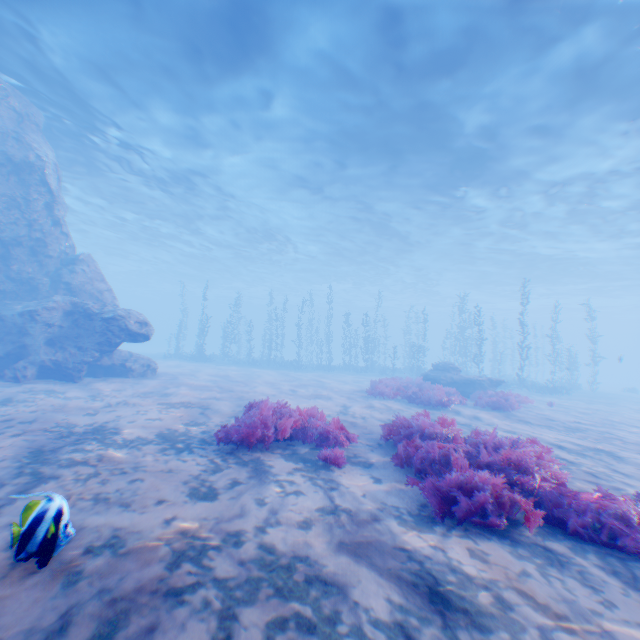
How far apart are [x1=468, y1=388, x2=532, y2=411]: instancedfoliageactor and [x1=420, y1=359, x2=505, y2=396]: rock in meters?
2.5 m

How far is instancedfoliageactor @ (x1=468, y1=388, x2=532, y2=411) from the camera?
12.55m

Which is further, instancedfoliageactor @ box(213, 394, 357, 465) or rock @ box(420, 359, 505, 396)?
rock @ box(420, 359, 505, 396)

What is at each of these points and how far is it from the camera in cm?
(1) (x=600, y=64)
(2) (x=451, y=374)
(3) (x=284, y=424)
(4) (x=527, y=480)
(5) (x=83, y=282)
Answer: (1) light, 1143
(2) rock, 1764
(3) instancedfoliageactor, 611
(4) instancedfoliageactor, 405
(5) rock, 1541

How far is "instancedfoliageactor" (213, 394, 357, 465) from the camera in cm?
544

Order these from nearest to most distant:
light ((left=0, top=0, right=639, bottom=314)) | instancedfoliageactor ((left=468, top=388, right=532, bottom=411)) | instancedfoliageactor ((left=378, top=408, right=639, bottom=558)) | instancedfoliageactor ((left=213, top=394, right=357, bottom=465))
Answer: instancedfoliageactor ((left=378, top=408, right=639, bottom=558)) → instancedfoliageactor ((left=213, top=394, right=357, bottom=465)) → light ((left=0, top=0, right=639, bottom=314)) → instancedfoliageactor ((left=468, top=388, right=532, bottom=411))

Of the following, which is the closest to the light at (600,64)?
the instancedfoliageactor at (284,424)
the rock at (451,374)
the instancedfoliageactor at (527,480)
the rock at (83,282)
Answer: the rock at (83,282)

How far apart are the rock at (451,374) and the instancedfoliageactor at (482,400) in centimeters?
253cm
